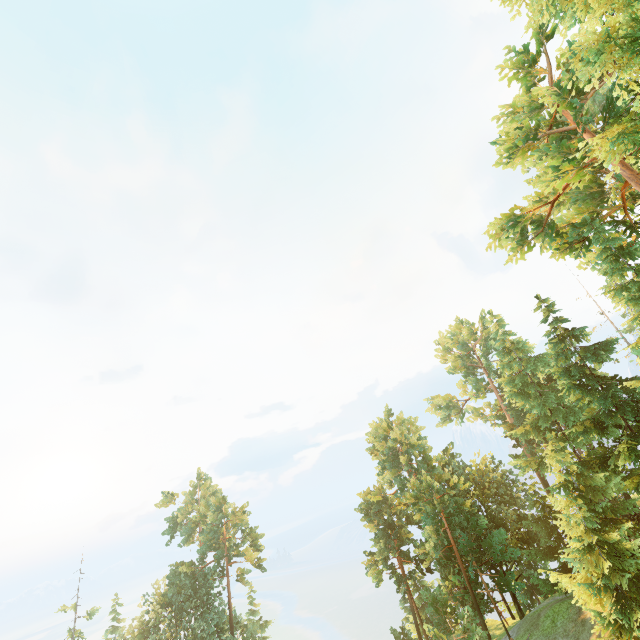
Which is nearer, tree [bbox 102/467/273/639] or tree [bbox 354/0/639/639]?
tree [bbox 354/0/639/639]

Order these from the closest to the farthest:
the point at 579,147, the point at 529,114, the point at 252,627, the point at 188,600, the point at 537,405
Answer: the point at 579,147
the point at 529,114
the point at 537,405
the point at 188,600
the point at 252,627

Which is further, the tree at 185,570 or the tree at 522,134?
the tree at 185,570
